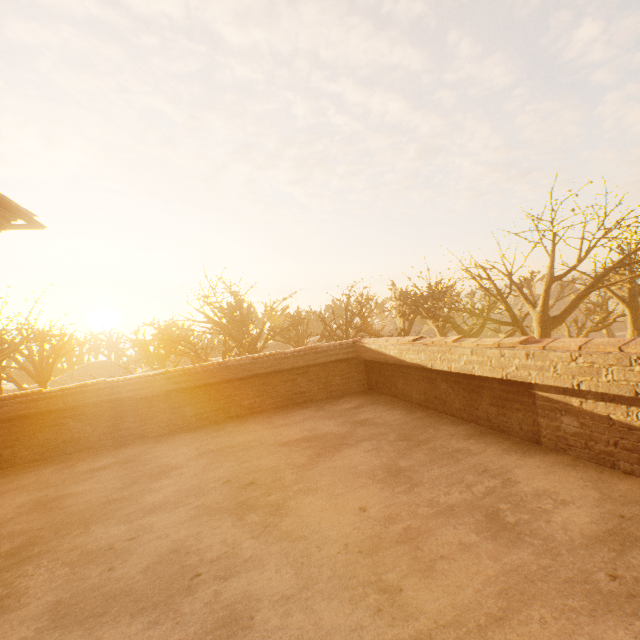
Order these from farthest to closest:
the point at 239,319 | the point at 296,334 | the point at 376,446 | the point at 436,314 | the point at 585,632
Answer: the point at 296,334, the point at 239,319, the point at 436,314, the point at 376,446, the point at 585,632

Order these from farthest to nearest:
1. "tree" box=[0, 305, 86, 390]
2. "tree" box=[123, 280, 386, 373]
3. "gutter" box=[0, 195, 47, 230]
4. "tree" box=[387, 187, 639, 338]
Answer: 1. "tree" box=[123, 280, 386, 373]
2. "tree" box=[0, 305, 86, 390]
3. "tree" box=[387, 187, 639, 338]
4. "gutter" box=[0, 195, 47, 230]

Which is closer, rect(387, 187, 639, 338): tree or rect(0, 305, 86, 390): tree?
rect(387, 187, 639, 338): tree

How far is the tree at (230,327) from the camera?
18.5 meters

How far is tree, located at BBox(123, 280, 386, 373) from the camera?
18.5 meters

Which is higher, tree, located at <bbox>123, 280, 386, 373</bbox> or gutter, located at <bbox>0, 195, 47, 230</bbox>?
gutter, located at <bbox>0, 195, 47, 230</bbox>

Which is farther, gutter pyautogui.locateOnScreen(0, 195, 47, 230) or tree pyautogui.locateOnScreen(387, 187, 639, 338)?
tree pyautogui.locateOnScreen(387, 187, 639, 338)

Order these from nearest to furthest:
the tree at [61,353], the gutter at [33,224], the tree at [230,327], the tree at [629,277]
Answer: the gutter at [33,224]
the tree at [629,277]
the tree at [61,353]
the tree at [230,327]
